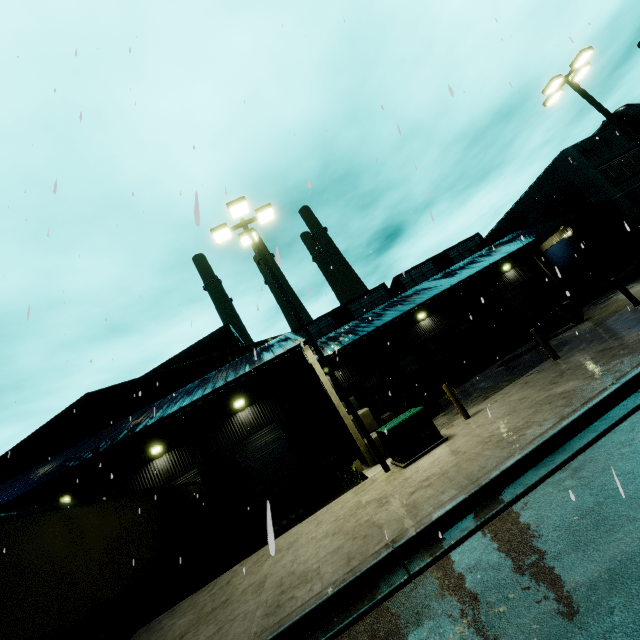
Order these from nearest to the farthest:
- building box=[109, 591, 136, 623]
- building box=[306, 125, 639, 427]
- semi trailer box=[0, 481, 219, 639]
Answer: semi trailer box=[0, 481, 219, 639]
building box=[109, 591, 136, 623]
building box=[306, 125, 639, 427]

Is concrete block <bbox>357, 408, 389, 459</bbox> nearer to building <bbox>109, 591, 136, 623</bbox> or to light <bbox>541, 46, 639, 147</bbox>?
building <bbox>109, 591, 136, 623</bbox>

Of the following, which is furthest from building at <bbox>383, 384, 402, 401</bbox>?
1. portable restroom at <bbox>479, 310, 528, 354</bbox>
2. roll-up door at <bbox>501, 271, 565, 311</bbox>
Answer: portable restroom at <bbox>479, 310, 528, 354</bbox>

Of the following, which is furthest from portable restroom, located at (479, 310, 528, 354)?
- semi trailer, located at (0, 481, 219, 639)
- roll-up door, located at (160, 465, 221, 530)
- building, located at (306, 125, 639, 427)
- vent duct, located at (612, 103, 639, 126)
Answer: roll-up door, located at (160, 465, 221, 530)

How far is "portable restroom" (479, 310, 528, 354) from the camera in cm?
2086

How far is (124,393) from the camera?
18.8 meters

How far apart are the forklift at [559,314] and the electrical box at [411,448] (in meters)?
10.26

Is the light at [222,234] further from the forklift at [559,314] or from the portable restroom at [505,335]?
the portable restroom at [505,335]
